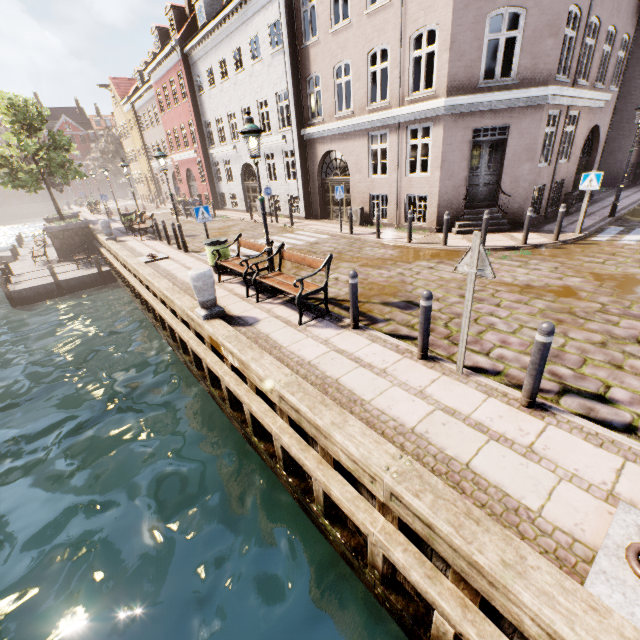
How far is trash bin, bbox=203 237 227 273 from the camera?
9.5m

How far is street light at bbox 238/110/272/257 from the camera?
6.5m

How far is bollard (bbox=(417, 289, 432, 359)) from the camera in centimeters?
452cm

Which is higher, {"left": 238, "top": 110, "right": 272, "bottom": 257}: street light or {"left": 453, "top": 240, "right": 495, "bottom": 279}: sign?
{"left": 238, "top": 110, "right": 272, "bottom": 257}: street light

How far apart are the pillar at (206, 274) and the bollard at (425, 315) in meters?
4.2

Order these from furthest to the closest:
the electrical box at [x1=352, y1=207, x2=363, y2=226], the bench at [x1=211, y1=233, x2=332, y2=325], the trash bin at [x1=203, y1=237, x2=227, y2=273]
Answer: the electrical box at [x1=352, y1=207, x2=363, y2=226]
the trash bin at [x1=203, y1=237, x2=227, y2=273]
the bench at [x1=211, y1=233, x2=332, y2=325]

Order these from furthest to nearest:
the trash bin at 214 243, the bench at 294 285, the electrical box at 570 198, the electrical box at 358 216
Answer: the electrical box at 358 216
the electrical box at 570 198
the trash bin at 214 243
the bench at 294 285

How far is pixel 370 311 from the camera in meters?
6.9 m
